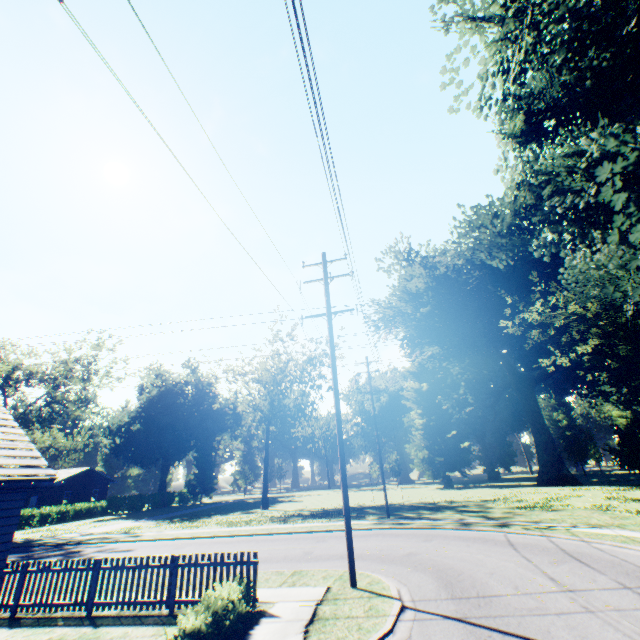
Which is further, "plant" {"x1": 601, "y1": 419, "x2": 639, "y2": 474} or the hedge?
"plant" {"x1": 601, "y1": 419, "x2": 639, "y2": 474}

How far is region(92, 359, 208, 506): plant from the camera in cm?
5178

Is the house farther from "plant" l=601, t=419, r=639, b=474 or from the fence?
"plant" l=601, t=419, r=639, b=474

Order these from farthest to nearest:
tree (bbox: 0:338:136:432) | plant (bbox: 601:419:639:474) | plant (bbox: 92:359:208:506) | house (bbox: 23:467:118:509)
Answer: plant (bbox: 92:359:208:506)
house (bbox: 23:467:118:509)
tree (bbox: 0:338:136:432)
plant (bbox: 601:419:639:474)

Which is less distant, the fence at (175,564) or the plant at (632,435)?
the fence at (175,564)

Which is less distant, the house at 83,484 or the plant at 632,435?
the plant at 632,435

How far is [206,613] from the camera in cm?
646

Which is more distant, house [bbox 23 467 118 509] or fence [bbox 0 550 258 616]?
house [bbox 23 467 118 509]
